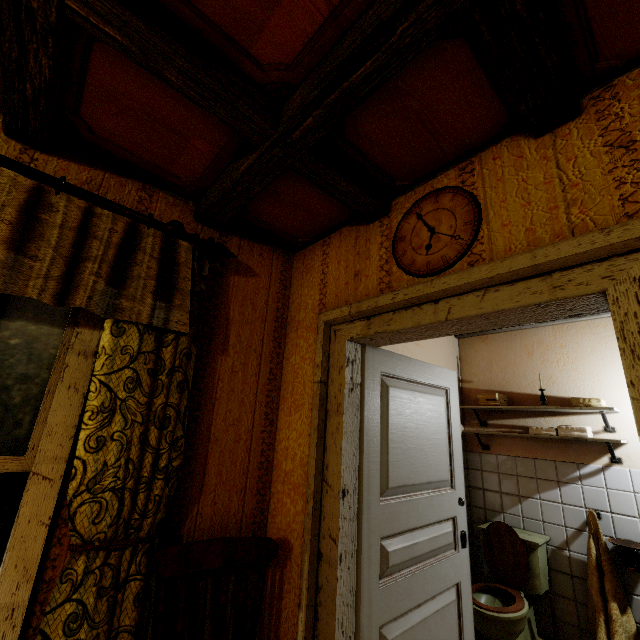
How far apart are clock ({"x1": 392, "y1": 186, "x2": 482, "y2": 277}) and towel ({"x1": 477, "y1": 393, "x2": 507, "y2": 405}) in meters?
2.4 m

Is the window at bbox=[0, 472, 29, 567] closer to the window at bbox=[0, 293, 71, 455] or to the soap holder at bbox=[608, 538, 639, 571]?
the window at bbox=[0, 293, 71, 455]

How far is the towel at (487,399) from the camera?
3.3 meters

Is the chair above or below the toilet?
above

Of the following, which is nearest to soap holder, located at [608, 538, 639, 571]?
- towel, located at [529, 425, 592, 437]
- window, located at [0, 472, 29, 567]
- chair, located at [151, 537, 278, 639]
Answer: towel, located at [529, 425, 592, 437]

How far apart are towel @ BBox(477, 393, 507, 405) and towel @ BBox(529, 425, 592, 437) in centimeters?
33cm

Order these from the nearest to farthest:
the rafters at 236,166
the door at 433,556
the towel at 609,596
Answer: the rafters at 236,166, the door at 433,556, the towel at 609,596

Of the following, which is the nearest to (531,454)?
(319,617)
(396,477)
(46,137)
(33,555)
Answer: (396,477)
